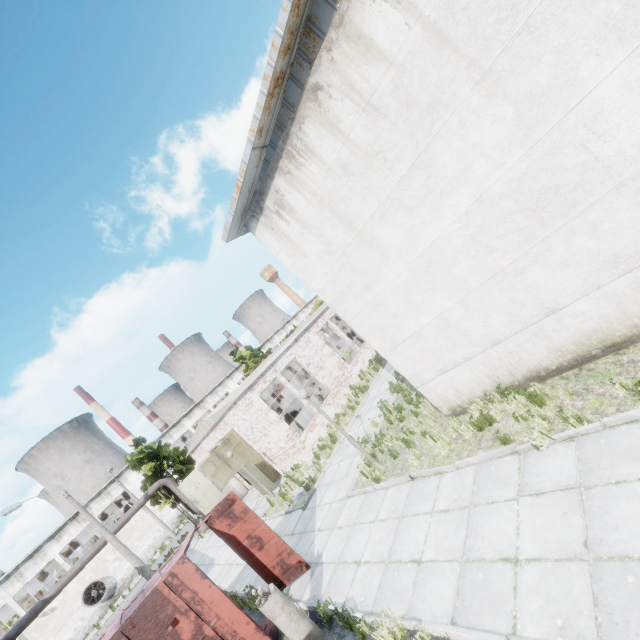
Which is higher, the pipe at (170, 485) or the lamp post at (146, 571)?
the pipe at (170, 485)

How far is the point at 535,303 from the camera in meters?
6.4

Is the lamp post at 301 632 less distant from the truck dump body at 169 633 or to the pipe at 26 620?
the truck dump body at 169 633

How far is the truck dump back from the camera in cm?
880

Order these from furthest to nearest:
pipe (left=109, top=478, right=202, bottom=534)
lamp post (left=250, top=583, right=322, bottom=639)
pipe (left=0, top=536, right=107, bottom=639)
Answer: pipe (left=109, top=478, right=202, bottom=534), pipe (left=0, top=536, right=107, bottom=639), lamp post (left=250, top=583, right=322, bottom=639)

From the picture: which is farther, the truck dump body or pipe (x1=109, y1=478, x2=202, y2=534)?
pipe (x1=109, y1=478, x2=202, y2=534)

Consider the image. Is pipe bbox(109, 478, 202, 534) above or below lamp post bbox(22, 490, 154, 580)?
above

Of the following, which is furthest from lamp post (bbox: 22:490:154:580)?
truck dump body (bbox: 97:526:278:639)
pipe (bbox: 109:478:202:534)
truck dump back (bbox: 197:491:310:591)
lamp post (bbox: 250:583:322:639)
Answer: lamp post (bbox: 250:583:322:639)
